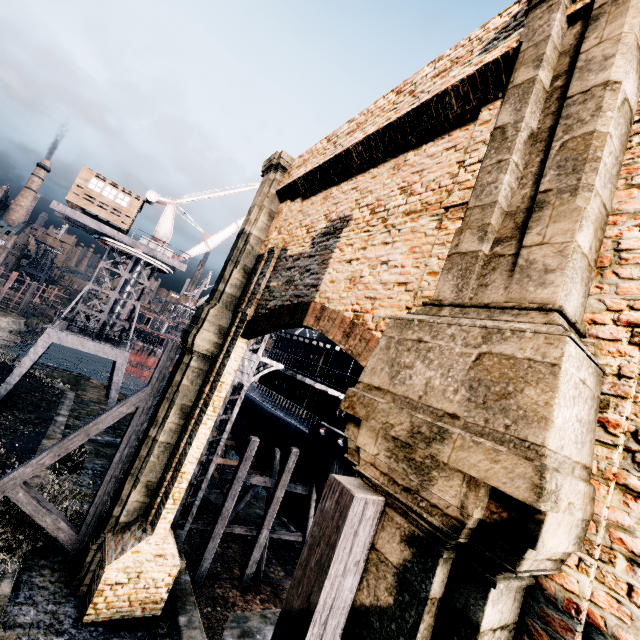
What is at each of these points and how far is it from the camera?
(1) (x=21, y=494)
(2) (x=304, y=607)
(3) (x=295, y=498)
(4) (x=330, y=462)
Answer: (1) wooden brace, 11.24m
(2) wooden brace, 3.25m
(3) ship, 21.59m
(4) ship, 18.55m

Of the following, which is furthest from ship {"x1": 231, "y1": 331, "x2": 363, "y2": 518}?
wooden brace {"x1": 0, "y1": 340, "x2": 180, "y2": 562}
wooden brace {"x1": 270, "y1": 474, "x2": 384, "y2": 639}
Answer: wooden brace {"x1": 270, "y1": 474, "x2": 384, "y2": 639}

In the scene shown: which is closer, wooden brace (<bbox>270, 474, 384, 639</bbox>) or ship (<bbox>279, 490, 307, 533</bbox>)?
wooden brace (<bbox>270, 474, 384, 639</bbox>)

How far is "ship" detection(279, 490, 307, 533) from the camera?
20.97m

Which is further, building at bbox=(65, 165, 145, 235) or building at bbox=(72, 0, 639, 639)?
building at bbox=(65, 165, 145, 235)

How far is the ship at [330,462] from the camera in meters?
19.2

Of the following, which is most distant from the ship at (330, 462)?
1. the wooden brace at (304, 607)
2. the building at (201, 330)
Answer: the wooden brace at (304, 607)

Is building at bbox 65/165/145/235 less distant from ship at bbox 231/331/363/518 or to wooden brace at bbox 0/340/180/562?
ship at bbox 231/331/363/518
